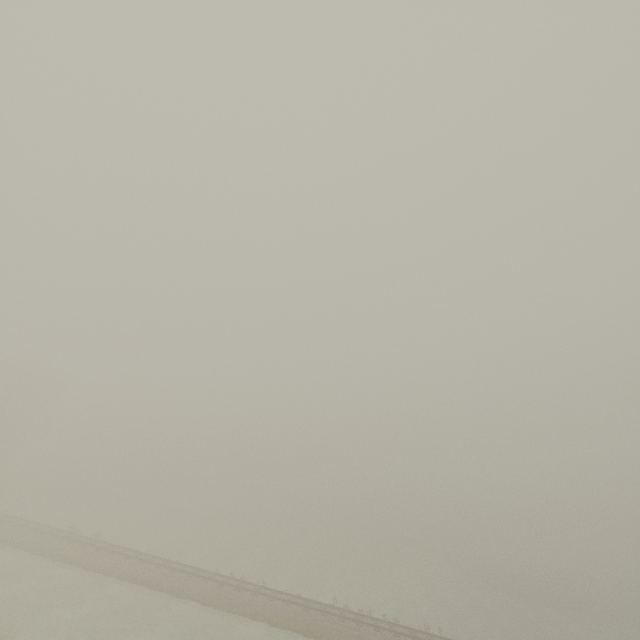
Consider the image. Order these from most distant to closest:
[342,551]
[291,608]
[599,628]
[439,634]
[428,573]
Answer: [342,551]
[428,573]
[599,628]
[439,634]
[291,608]
